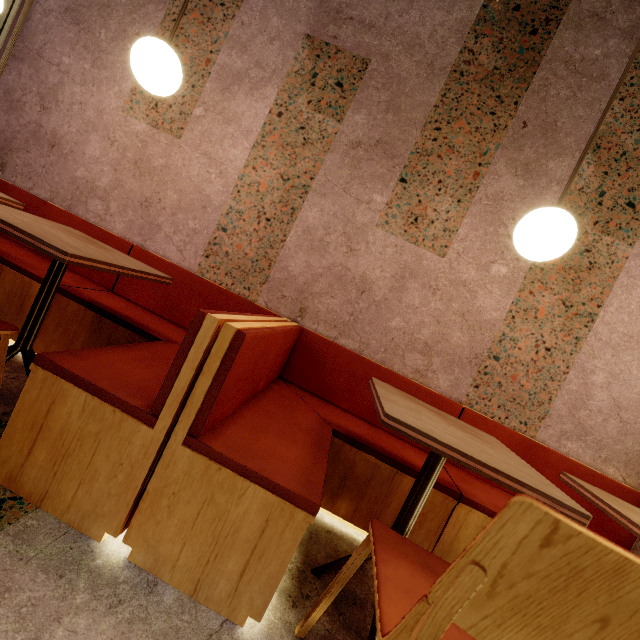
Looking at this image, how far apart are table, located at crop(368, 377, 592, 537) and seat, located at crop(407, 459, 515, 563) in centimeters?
21cm

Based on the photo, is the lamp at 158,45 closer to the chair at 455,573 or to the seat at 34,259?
the seat at 34,259

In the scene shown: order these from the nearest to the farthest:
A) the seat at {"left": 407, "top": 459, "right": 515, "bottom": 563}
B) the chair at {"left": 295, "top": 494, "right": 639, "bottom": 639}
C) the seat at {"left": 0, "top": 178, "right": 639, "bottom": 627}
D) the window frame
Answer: the chair at {"left": 295, "top": 494, "right": 639, "bottom": 639}
the seat at {"left": 0, "top": 178, "right": 639, "bottom": 627}
the seat at {"left": 407, "top": 459, "right": 515, "bottom": 563}
the window frame

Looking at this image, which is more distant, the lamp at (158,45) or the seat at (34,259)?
the seat at (34,259)

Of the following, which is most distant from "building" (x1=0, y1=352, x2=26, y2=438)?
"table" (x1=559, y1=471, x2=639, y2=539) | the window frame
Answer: "table" (x1=559, y1=471, x2=639, y2=539)

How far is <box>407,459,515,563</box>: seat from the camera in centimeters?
158cm

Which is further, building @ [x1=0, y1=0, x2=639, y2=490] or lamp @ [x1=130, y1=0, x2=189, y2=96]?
building @ [x1=0, y1=0, x2=639, y2=490]

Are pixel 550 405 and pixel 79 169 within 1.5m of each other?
no
